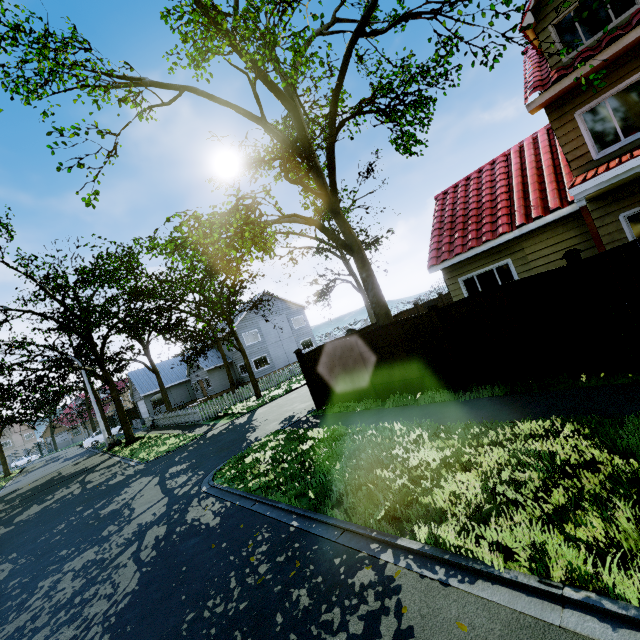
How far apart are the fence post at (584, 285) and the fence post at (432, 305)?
2.5 meters

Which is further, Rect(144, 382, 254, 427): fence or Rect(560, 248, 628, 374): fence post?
Rect(144, 382, 254, 427): fence

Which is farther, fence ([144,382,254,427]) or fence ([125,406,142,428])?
fence ([125,406,142,428])

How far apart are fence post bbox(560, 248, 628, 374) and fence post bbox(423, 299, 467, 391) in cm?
251

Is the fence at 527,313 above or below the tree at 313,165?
below

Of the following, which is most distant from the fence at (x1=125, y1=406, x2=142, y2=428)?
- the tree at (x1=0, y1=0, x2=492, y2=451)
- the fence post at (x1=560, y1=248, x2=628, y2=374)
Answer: the tree at (x1=0, y1=0, x2=492, y2=451)

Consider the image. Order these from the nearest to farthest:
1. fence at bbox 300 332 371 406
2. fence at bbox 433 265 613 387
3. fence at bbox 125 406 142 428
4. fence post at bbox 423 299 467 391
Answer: fence at bbox 433 265 613 387 < fence post at bbox 423 299 467 391 < fence at bbox 300 332 371 406 < fence at bbox 125 406 142 428

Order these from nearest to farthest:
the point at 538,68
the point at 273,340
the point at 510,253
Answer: the point at 538,68, the point at 510,253, the point at 273,340
